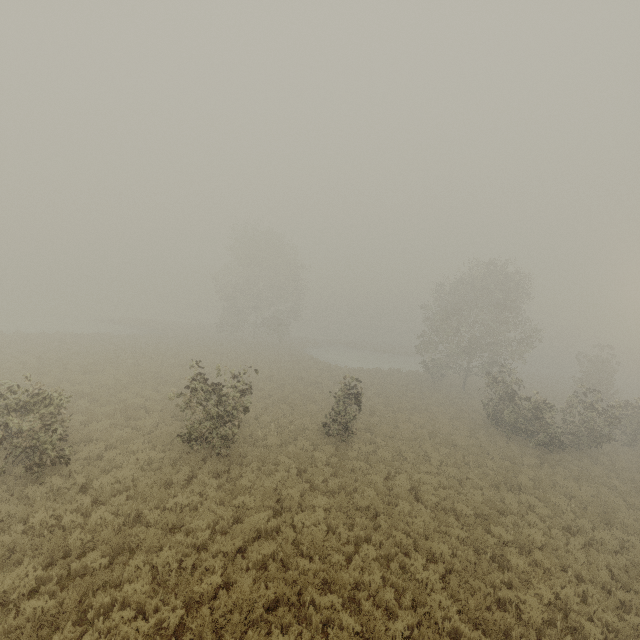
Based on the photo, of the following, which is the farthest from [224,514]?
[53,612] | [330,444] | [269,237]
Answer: [269,237]

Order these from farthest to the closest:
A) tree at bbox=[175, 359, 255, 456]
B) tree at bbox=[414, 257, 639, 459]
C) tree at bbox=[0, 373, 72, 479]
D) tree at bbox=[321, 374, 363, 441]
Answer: tree at bbox=[414, 257, 639, 459] < tree at bbox=[321, 374, 363, 441] < tree at bbox=[175, 359, 255, 456] < tree at bbox=[0, 373, 72, 479]

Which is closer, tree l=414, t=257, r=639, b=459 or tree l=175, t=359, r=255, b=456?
tree l=175, t=359, r=255, b=456

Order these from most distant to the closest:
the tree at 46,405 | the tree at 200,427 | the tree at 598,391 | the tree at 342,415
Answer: the tree at 598,391, the tree at 342,415, the tree at 200,427, the tree at 46,405

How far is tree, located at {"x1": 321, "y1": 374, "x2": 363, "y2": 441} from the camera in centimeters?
1625cm

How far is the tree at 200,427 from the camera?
12.2m
